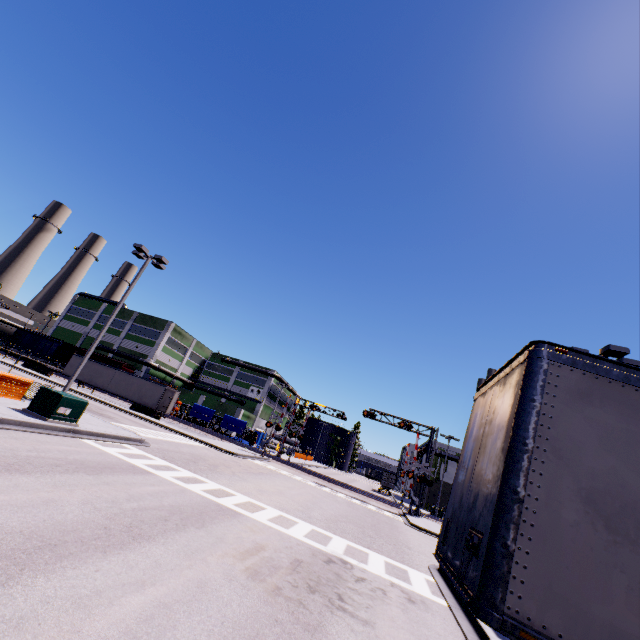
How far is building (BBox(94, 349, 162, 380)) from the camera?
55.5m

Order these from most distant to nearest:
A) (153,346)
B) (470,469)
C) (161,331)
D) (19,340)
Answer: (161,331) < (153,346) < (19,340) < (470,469)

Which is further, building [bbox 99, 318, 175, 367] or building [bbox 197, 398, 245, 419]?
building [bbox 197, 398, 245, 419]

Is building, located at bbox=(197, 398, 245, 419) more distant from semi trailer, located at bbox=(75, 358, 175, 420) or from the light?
the light

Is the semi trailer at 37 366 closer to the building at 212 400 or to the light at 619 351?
the building at 212 400

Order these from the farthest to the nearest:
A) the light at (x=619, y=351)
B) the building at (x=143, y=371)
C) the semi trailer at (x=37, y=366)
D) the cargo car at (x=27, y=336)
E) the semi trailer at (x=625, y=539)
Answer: the building at (x=143, y=371) < the cargo car at (x=27, y=336) < the semi trailer at (x=37, y=366) < the light at (x=619, y=351) < the semi trailer at (x=625, y=539)

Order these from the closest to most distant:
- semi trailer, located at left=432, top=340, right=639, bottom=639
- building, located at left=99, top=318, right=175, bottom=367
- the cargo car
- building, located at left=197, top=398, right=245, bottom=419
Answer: semi trailer, located at left=432, top=340, right=639, bottom=639 < the cargo car < building, located at left=99, top=318, right=175, bottom=367 < building, located at left=197, top=398, right=245, bottom=419

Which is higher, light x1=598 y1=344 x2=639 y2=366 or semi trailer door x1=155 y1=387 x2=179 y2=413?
light x1=598 y1=344 x2=639 y2=366
